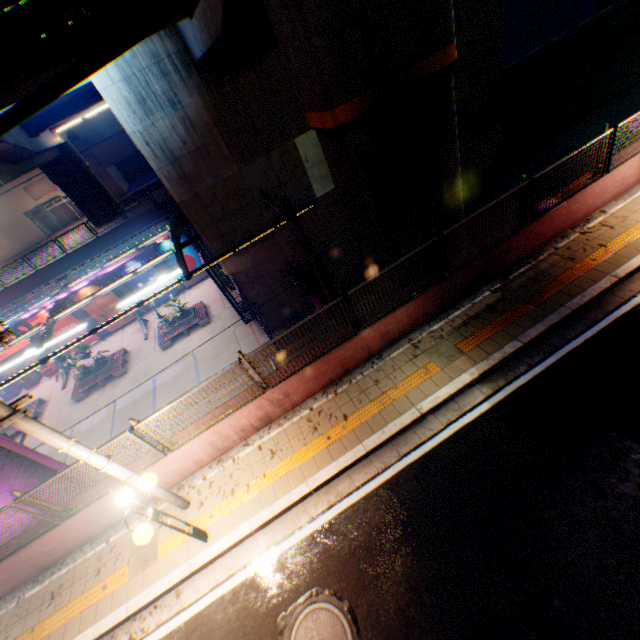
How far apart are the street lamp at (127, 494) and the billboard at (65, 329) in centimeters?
2636cm

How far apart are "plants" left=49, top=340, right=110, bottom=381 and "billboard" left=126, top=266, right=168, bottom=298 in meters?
6.1

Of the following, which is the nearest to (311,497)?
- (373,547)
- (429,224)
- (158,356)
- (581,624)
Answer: (373,547)

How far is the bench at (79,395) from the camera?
22.59m

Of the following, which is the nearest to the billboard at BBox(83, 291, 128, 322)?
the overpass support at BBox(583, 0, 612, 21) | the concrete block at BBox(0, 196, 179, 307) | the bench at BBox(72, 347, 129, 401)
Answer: the concrete block at BBox(0, 196, 179, 307)

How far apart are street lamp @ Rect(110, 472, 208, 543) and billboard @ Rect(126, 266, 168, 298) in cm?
2444

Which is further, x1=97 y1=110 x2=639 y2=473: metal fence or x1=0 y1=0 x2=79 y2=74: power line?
x1=97 y1=110 x2=639 y2=473: metal fence

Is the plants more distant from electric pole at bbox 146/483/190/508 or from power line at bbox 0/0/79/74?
power line at bbox 0/0/79/74
